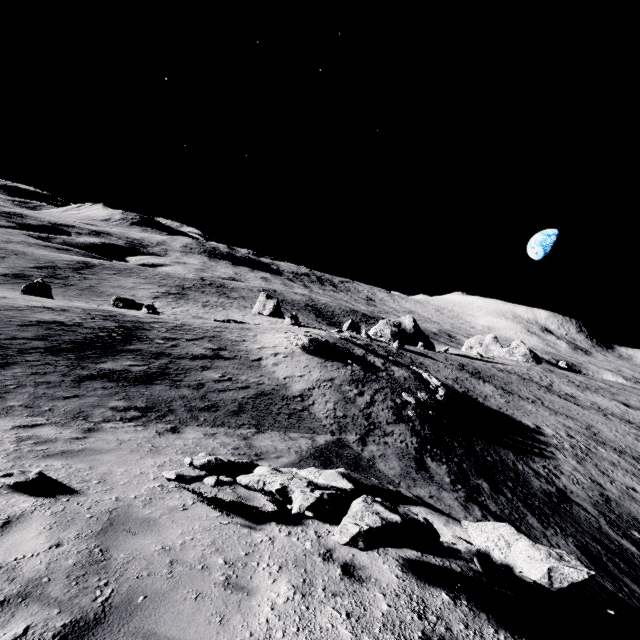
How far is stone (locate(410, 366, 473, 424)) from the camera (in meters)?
22.05

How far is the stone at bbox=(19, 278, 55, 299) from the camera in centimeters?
3066cm

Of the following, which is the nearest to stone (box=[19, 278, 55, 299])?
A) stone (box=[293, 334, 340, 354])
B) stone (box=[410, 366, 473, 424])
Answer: stone (box=[293, 334, 340, 354])

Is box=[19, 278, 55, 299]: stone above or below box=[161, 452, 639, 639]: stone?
below

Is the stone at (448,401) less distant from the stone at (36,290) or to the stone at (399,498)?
the stone at (399,498)

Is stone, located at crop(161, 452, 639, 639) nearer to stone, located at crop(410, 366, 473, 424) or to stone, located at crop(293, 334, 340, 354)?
stone, located at crop(410, 366, 473, 424)

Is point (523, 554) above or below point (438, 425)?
above

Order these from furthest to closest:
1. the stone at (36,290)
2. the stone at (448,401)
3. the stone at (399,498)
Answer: the stone at (36,290), the stone at (448,401), the stone at (399,498)
